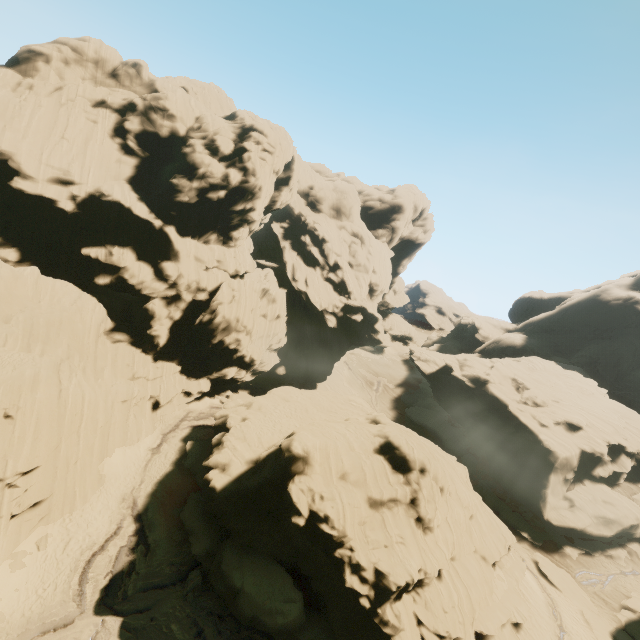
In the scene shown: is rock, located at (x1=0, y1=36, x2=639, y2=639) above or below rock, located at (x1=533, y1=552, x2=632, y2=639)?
above

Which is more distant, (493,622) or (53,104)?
(53,104)

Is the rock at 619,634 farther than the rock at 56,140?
Yes

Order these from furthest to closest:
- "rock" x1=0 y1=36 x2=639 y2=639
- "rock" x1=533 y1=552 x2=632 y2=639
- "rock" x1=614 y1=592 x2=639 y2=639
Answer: "rock" x1=614 y1=592 x2=639 y2=639 → "rock" x1=533 y1=552 x2=632 y2=639 → "rock" x1=0 y1=36 x2=639 y2=639

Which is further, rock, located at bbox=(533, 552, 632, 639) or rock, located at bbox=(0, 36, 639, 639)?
rock, located at bbox=(533, 552, 632, 639)
